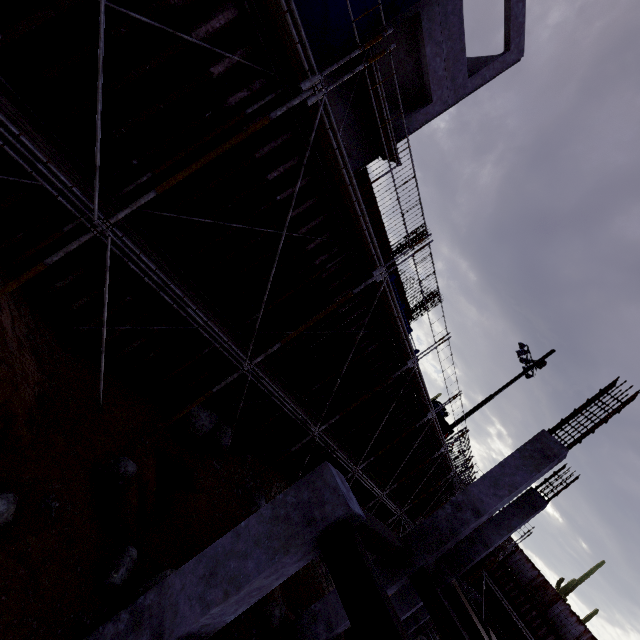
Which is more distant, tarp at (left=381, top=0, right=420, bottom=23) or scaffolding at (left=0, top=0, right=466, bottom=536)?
tarp at (left=381, top=0, right=420, bottom=23)

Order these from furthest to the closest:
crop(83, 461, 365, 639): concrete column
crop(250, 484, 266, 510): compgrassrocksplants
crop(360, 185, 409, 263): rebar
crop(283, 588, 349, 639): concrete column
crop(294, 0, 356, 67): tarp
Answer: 1. crop(360, 185, 409, 263): rebar
2. crop(250, 484, 266, 510): compgrassrocksplants
3. crop(294, 0, 356, 67): tarp
4. crop(283, 588, 349, 639): concrete column
5. crop(83, 461, 365, 639): concrete column

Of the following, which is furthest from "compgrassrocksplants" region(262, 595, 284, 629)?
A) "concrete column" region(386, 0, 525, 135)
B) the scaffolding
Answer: "concrete column" region(386, 0, 525, 135)

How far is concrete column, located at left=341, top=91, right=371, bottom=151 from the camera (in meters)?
11.76

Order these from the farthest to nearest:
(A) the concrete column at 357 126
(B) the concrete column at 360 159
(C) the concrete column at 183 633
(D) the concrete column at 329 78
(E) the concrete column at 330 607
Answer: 1. (B) the concrete column at 360 159
2. (A) the concrete column at 357 126
3. (D) the concrete column at 329 78
4. (E) the concrete column at 330 607
5. (C) the concrete column at 183 633

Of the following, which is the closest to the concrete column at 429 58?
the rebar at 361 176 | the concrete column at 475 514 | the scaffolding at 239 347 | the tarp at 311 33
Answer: the rebar at 361 176

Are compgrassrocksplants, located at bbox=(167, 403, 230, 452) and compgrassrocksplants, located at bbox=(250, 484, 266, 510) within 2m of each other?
yes

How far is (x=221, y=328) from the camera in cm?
731
